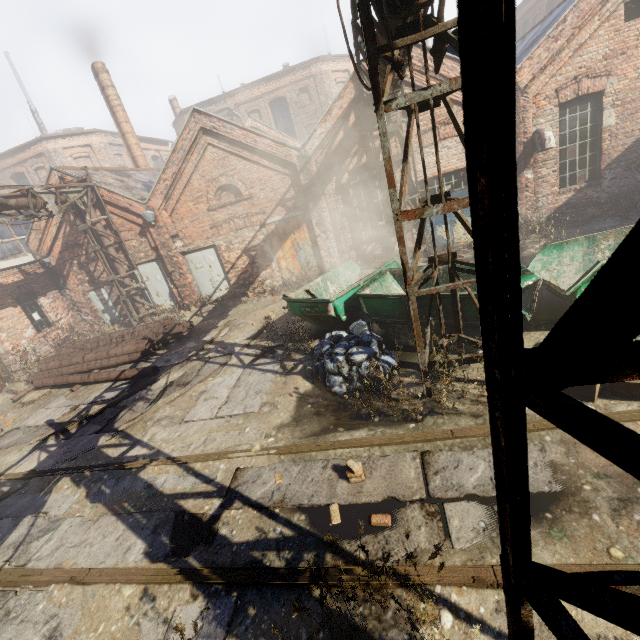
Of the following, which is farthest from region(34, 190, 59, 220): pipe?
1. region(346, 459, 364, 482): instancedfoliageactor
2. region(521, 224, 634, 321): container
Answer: region(346, 459, 364, 482): instancedfoliageactor

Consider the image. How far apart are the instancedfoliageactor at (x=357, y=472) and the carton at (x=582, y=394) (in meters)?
3.27

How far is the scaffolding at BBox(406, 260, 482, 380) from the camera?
4.8m

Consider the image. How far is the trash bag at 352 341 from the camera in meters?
6.4

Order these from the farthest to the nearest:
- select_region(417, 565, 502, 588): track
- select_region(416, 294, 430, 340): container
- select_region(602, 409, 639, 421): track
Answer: select_region(416, 294, 430, 340): container
select_region(602, 409, 639, 421): track
select_region(417, 565, 502, 588): track

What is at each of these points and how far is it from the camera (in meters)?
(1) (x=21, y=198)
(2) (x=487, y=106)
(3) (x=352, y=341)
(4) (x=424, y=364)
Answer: (1) pipe, 10.78
(2) pipe, 0.71
(3) trash bag, 7.20
(4) scaffolding, 5.31

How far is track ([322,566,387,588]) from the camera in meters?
3.3

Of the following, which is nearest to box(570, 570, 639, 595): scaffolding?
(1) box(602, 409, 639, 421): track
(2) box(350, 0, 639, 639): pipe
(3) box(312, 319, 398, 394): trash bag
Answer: (2) box(350, 0, 639, 639): pipe
